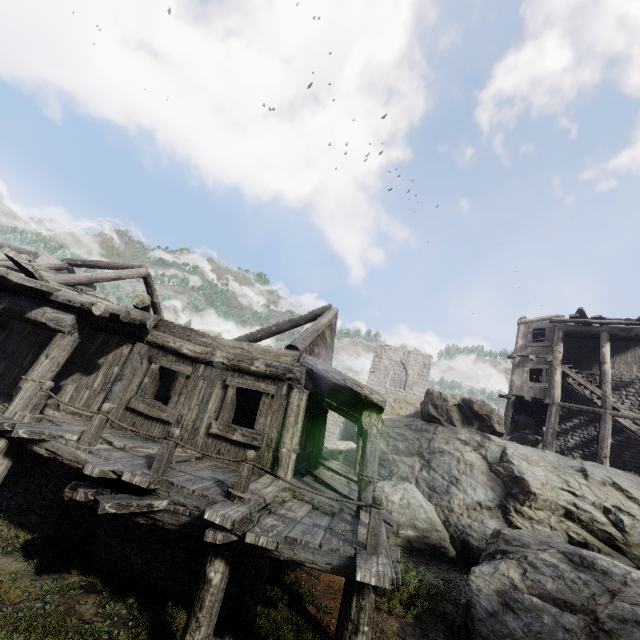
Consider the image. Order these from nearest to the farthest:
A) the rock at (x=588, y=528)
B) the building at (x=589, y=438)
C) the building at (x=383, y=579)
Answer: the building at (x=383, y=579) < the rock at (x=588, y=528) < the building at (x=589, y=438)

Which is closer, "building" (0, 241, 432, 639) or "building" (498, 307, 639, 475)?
"building" (0, 241, 432, 639)

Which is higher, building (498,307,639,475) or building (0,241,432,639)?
building (498,307,639,475)

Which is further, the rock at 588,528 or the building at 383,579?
the rock at 588,528

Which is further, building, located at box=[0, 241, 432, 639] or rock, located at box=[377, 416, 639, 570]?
rock, located at box=[377, 416, 639, 570]

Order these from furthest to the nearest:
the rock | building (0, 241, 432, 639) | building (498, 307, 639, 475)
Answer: building (498, 307, 639, 475) < the rock < building (0, 241, 432, 639)

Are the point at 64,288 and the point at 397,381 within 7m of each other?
no
